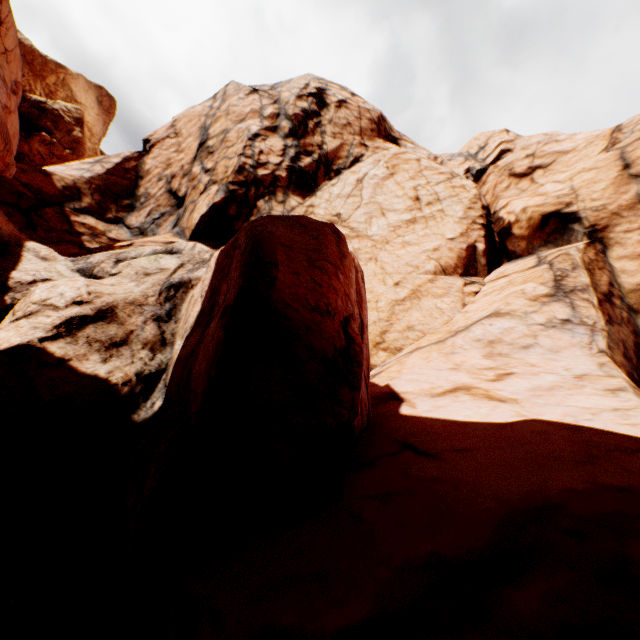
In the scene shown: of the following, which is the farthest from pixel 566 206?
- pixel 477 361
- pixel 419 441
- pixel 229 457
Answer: pixel 229 457
